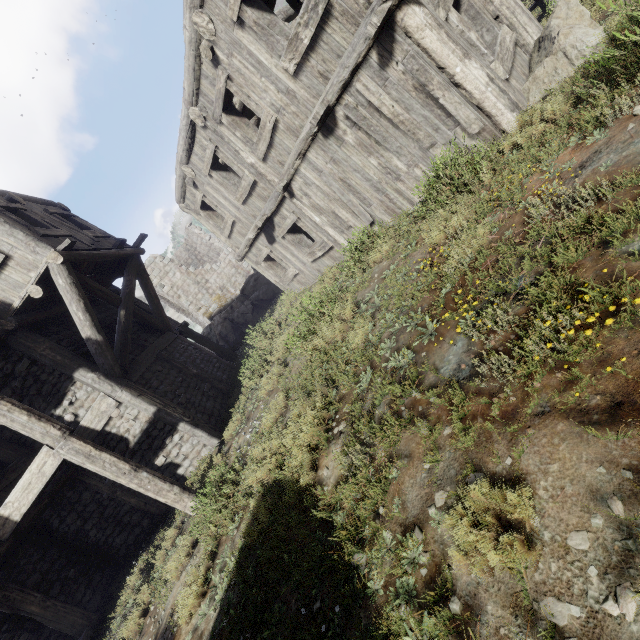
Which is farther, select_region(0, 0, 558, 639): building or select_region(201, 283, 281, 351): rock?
select_region(201, 283, 281, 351): rock

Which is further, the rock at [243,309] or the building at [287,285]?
the rock at [243,309]

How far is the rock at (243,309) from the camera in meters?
17.8

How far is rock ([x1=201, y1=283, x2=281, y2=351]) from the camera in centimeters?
1781cm

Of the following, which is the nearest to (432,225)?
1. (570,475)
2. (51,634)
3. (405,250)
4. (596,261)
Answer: (405,250)
